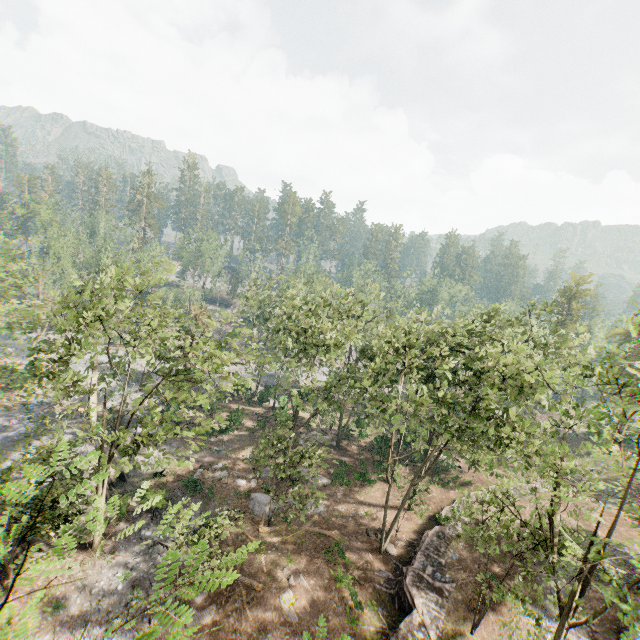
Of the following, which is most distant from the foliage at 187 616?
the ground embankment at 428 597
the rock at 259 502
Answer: the rock at 259 502

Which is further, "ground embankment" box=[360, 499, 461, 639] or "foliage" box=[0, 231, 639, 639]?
"ground embankment" box=[360, 499, 461, 639]

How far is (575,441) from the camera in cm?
5225

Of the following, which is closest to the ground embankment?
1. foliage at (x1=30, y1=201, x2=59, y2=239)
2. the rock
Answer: foliage at (x1=30, y1=201, x2=59, y2=239)

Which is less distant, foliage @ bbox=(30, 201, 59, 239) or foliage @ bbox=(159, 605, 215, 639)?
foliage @ bbox=(159, 605, 215, 639)

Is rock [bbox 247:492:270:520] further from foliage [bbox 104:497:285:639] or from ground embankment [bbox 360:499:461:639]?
ground embankment [bbox 360:499:461:639]

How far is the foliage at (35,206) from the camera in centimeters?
4041cm
